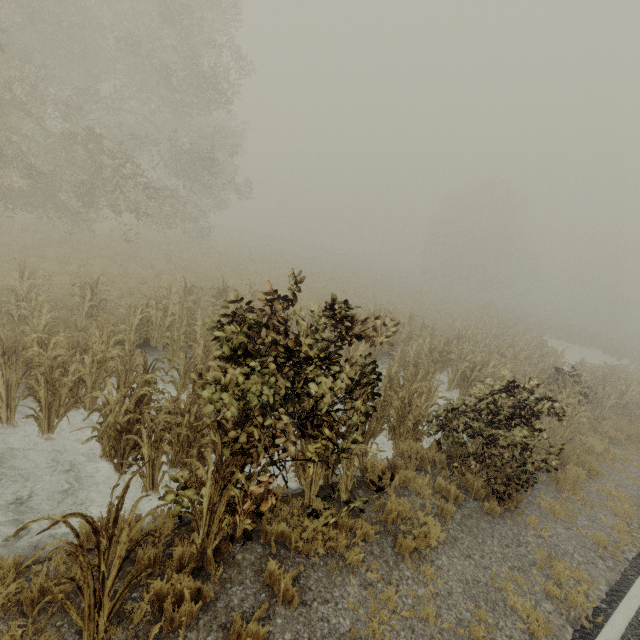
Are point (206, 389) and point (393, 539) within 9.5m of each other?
yes

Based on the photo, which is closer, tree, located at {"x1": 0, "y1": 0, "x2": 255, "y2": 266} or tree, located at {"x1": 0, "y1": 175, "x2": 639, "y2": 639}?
tree, located at {"x1": 0, "y1": 175, "x2": 639, "y2": 639}

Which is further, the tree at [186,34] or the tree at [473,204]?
the tree at [186,34]
